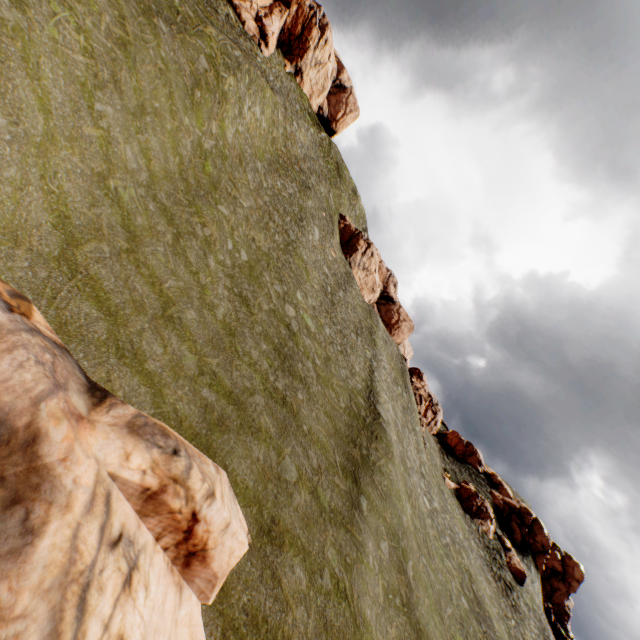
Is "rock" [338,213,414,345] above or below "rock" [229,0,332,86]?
below

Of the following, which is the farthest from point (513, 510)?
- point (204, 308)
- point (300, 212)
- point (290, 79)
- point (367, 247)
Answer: point (290, 79)

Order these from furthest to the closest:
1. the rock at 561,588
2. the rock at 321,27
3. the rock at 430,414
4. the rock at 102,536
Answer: the rock at 430,414 < the rock at 321,27 < the rock at 561,588 < the rock at 102,536

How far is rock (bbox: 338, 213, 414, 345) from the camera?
53.9 meters

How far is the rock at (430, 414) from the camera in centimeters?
4972cm

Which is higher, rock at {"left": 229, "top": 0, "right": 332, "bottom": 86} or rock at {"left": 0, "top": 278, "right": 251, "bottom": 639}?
rock at {"left": 229, "top": 0, "right": 332, "bottom": 86}

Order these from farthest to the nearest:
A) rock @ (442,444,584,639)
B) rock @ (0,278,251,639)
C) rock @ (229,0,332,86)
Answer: rock @ (229,0,332,86) → rock @ (442,444,584,639) → rock @ (0,278,251,639)
